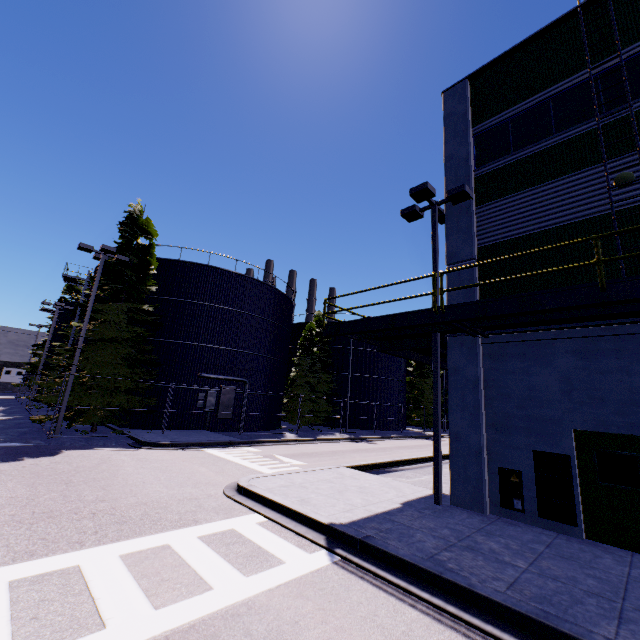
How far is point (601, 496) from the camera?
7.4 meters

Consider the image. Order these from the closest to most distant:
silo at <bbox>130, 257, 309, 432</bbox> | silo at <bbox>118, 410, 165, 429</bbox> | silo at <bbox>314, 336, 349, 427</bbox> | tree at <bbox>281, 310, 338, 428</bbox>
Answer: silo at <bbox>118, 410, 165, 429</bbox>
silo at <bbox>130, 257, 309, 432</bbox>
tree at <bbox>281, 310, 338, 428</bbox>
silo at <bbox>314, 336, 349, 427</bbox>

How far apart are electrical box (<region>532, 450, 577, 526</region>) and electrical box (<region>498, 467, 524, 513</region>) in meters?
0.2

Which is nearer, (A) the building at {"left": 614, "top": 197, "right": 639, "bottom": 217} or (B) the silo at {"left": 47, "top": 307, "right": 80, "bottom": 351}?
(A) the building at {"left": 614, "top": 197, "right": 639, "bottom": 217}

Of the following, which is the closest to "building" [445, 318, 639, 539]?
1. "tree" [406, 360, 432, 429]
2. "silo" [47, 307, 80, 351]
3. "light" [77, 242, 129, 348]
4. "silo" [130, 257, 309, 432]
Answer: "tree" [406, 360, 432, 429]

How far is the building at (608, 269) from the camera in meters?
7.9

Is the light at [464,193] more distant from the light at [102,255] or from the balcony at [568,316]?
the light at [102,255]

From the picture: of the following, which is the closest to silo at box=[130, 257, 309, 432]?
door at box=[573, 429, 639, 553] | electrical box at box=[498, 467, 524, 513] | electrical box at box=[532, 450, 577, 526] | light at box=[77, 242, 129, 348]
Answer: light at box=[77, 242, 129, 348]
